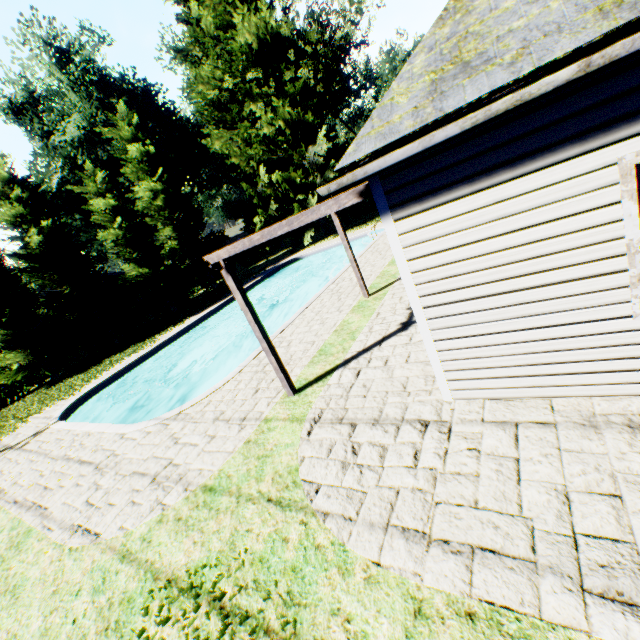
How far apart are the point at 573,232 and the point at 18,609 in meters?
8.3 m

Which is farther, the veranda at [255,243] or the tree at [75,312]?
the tree at [75,312]

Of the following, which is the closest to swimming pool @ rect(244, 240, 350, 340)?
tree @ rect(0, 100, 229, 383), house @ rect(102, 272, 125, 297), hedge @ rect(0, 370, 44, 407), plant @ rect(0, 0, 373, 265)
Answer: plant @ rect(0, 0, 373, 265)

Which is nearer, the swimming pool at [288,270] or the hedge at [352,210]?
the swimming pool at [288,270]

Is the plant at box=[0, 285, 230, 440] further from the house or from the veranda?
the veranda

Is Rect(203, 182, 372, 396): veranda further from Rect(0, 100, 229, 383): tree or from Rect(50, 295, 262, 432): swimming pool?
Rect(0, 100, 229, 383): tree

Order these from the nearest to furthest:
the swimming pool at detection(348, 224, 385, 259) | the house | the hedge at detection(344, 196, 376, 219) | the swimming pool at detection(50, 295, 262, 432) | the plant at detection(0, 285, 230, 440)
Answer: the swimming pool at detection(50, 295, 262, 432) < the plant at detection(0, 285, 230, 440) < the swimming pool at detection(348, 224, 385, 259) < the house < the hedge at detection(344, 196, 376, 219)

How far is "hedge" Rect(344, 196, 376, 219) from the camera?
36.19m
